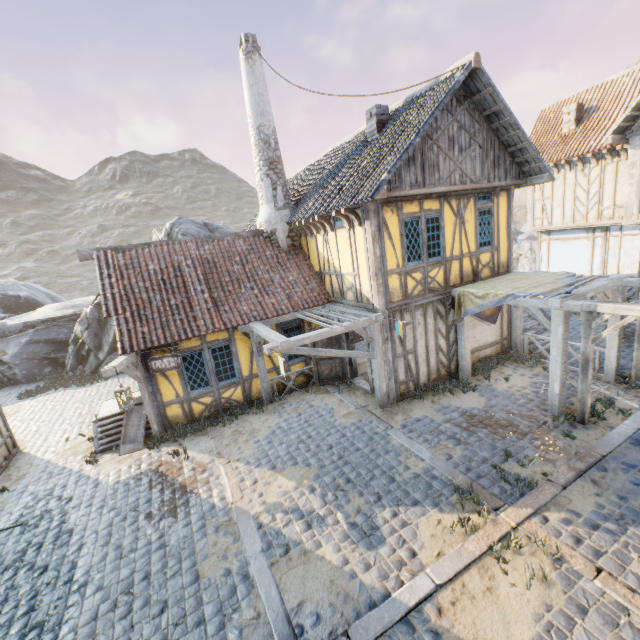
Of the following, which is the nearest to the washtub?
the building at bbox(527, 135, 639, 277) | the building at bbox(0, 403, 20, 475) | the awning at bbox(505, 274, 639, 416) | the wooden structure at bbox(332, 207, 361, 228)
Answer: the building at bbox(0, 403, 20, 475)

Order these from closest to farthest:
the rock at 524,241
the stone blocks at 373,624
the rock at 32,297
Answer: the stone blocks at 373,624 → the rock at 32,297 → the rock at 524,241

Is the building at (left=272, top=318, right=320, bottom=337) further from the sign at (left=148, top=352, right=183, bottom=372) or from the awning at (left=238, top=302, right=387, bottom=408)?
the sign at (left=148, top=352, right=183, bottom=372)

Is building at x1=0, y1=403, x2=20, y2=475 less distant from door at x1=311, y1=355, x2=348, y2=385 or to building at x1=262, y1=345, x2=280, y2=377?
building at x1=262, y1=345, x2=280, y2=377

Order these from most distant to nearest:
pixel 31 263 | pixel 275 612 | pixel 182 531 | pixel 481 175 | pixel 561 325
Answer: pixel 31 263, pixel 481 175, pixel 561 325, pixel 182 531, pixel 275 612

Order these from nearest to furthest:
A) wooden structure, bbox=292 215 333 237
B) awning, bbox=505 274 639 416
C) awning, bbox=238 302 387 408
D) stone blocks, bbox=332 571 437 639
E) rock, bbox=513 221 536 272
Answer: stone blocks, bbox=332 571 437 639 < awning, bbox=505 274 639 416 < awning, bbox=238 302 387 408 < wooden structure, bbox=292 215 333 237 < rock, bbox=513 221 536 272

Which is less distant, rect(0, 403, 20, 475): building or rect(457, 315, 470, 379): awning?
rect(0, 403, 20, 475): building

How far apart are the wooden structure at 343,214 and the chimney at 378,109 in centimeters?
320cm
